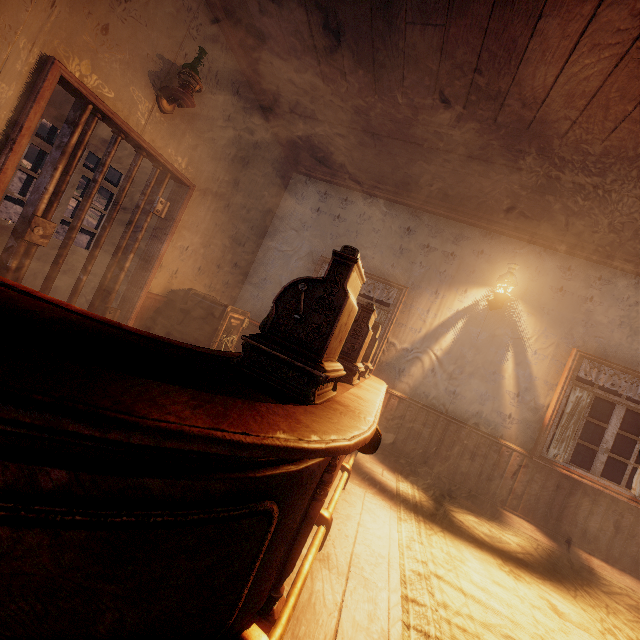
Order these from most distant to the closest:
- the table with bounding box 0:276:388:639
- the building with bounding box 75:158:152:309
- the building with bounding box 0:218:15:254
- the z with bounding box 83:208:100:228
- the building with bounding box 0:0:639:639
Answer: the z with bounding box 83:208:100:228
the building with bounding box 75:158:152:309
the building with bounding box 0:218:15:254
the building with bounding box 0:0:639:639
the table with bounding box 0:276:388:639

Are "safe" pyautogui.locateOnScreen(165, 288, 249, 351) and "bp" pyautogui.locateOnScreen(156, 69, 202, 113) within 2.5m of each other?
yes

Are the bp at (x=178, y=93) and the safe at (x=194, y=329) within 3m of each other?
yes

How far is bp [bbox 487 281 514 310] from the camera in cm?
459

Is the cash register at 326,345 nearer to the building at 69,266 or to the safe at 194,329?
the building at 69,266

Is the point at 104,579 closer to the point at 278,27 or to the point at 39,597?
the point at 39,597

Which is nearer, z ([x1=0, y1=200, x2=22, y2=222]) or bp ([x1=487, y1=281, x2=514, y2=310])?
bp ([x1=487, y1=281, x2=514, y2=310])

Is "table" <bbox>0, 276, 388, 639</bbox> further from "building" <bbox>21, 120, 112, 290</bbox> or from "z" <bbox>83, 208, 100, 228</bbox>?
"z" <bbox>83, 208, 100, 228</bbox>
